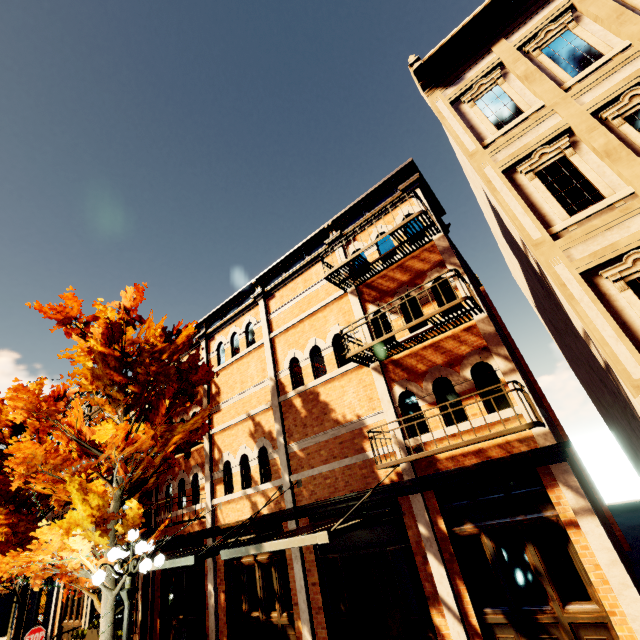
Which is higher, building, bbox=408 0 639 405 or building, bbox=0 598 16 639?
building, bbox=408 0 639 405

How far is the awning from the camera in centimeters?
582cm

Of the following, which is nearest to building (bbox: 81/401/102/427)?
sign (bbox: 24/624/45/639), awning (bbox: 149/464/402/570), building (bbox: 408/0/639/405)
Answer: awning (bbox: 149/464/402/570)

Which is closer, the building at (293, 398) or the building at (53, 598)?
the building at (293, 398)

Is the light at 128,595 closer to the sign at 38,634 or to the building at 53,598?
the building at 53,598

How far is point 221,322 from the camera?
14.4 meters

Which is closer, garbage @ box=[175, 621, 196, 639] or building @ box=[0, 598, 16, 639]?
garbage @ box=[175, 621, 196, 639]

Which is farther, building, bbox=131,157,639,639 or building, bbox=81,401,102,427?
building, bbox=81,401,102,427
